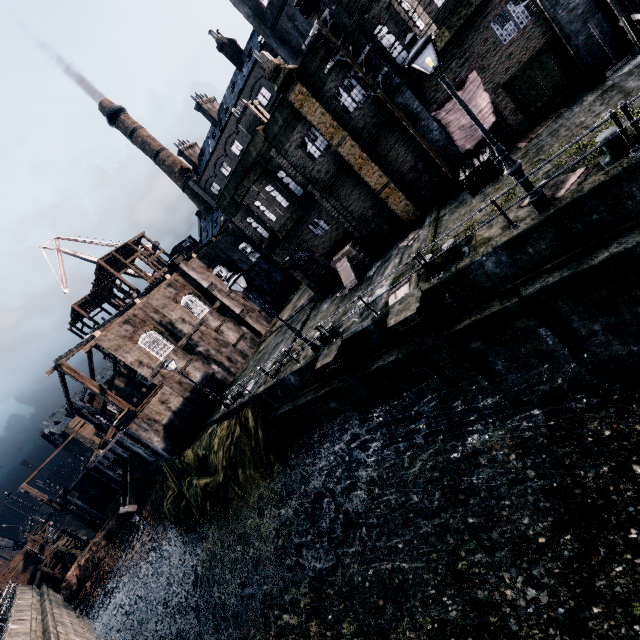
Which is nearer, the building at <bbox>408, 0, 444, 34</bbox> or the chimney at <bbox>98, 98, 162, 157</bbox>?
the building at <bbox>408, 0, 444, 34</bbox>

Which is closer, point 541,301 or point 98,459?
point 541,301

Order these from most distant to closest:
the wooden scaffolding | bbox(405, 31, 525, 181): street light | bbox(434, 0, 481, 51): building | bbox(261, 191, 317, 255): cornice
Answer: the wooden scaffolding, bbox(261, 191, 317, 255): cornice, bbox(434, 0, 481, 51): building, bbox(405, 31, 525, 181): street light

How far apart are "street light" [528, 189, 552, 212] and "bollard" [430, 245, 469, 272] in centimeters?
252cm

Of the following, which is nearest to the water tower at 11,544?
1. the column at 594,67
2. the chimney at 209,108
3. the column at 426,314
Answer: the column at 426,314

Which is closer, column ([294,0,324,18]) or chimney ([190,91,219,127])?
column ([294,0,324,18])

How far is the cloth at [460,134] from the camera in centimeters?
1518cm

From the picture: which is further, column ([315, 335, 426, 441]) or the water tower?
the water tower
